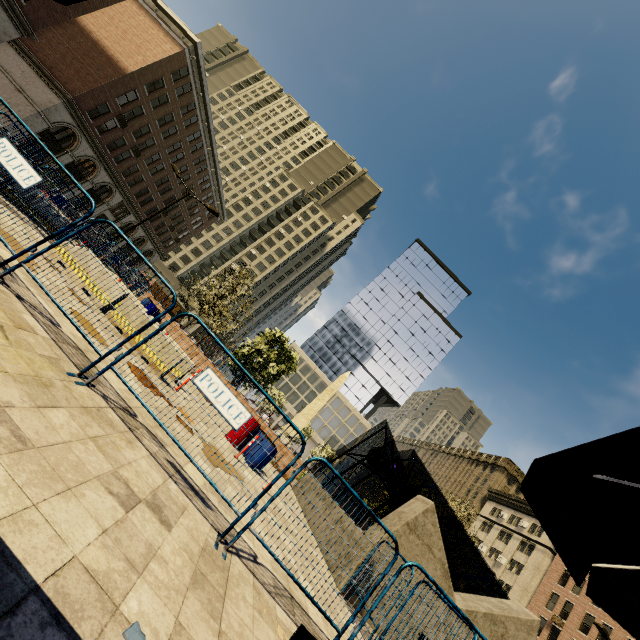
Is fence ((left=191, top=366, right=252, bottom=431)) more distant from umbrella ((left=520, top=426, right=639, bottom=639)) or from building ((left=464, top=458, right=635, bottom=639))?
building ((left=464, top=458, right=635, bottom=639))

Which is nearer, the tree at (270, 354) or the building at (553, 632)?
the tree at (270, 354)

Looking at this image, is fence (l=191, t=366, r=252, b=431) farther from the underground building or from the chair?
the underground building

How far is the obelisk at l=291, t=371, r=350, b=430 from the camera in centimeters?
3528cm

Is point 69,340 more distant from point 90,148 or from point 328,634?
point 90,148

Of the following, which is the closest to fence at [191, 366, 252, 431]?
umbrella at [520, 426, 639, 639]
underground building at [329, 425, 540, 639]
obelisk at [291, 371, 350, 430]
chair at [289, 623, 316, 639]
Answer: umbrella at [520, 426, 639, 639]

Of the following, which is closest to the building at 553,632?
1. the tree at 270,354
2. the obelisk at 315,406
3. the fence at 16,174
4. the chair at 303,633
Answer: the tree at 270,354

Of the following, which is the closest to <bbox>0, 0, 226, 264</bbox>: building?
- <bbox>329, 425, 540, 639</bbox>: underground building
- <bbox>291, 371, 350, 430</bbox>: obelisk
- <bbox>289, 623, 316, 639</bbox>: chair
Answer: <bbox>291, 371, 350, 430</bbox>: obelisk
